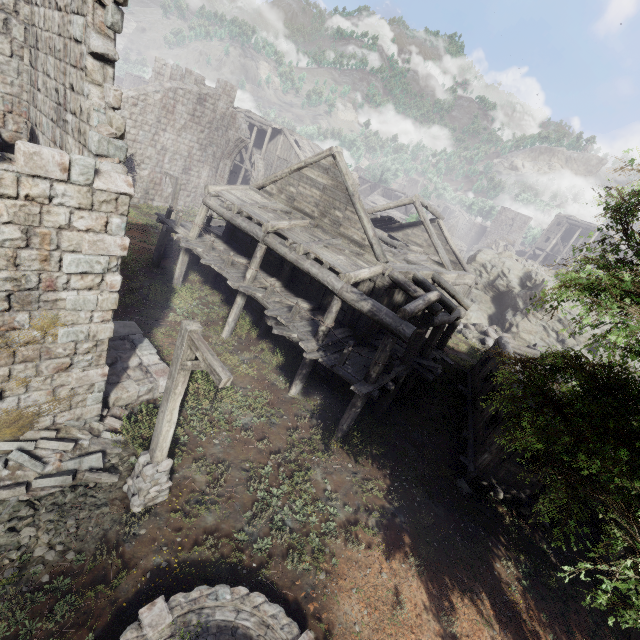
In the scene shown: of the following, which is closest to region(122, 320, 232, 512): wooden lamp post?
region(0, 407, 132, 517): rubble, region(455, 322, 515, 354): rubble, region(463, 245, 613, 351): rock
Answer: region(0, 407, 132, 517): rubble

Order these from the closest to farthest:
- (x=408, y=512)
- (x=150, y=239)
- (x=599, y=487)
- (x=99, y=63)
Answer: (x=599, y=487) < (x=99, y=63) < (x=408, y=512) < (x=150, y=239)

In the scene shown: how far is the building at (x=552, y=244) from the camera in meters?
47.0 m

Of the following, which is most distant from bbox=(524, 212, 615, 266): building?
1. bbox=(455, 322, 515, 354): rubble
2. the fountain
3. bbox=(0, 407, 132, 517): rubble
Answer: the fountain

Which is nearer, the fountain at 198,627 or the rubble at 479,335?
the fountain at 198,627

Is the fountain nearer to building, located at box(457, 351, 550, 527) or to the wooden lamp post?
the wooden lamp post

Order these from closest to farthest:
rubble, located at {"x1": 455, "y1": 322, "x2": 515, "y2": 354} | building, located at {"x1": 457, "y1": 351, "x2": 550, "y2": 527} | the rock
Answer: building, located at {"x1": 457, "y1": 351, "x2": 550, "y2": 527} < rubble, located at {"x1": 455, "y1": 322, "x2": 515, "y2": 354} < the rock

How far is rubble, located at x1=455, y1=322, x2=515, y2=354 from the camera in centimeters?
2459cm
